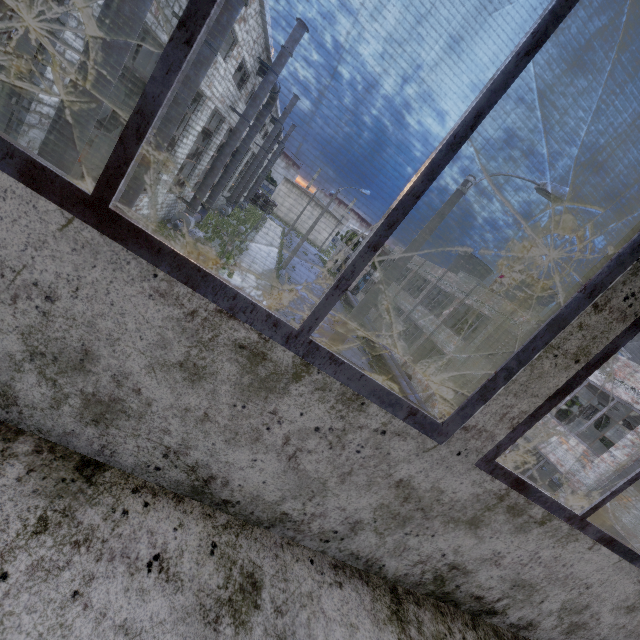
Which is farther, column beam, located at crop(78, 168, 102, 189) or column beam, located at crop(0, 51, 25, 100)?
column beam, located at crop(78, 168, 102, 189)

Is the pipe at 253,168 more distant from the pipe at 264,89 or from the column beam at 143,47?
the column beam at 143,47

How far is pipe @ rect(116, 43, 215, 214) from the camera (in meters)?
9.23

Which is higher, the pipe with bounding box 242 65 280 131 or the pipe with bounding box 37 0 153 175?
the pipe with bounding box 242 65 280 131

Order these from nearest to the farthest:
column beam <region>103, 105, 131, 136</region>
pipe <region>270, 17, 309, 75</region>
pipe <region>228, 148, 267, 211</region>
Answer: column beam <region>103, 105, 131, 136</region> → pipe <region>270, 17, 309, 75</region> → pipe <region>228, 148, 267, 211</region>

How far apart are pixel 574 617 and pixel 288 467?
2.2m

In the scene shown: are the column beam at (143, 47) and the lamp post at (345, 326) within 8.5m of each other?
no

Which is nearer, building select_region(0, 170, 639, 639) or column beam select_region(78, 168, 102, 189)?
building select_region(0, 170, 639, 639)
